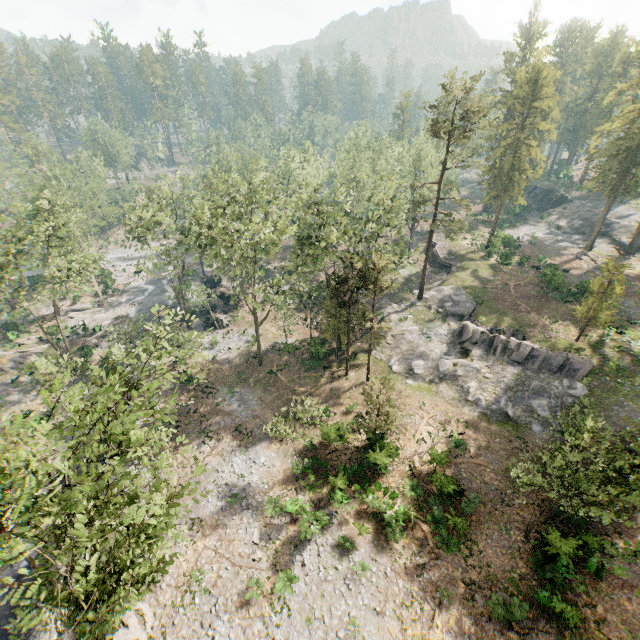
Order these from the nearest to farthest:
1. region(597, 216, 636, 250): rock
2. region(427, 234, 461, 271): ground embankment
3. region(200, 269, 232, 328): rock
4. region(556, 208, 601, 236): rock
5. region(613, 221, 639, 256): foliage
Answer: region(200, 269, 232, 328): rock, region(613, 221, 639, 256): foliage, region(427, 234, 461, 271): ground embankment, region(597, 216, 636, 250): rock, region(556, 208, 601, 236): rock

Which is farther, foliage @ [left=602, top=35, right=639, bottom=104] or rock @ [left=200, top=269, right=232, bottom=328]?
rock @ [left=200, top=269, right=232, bottom=328]

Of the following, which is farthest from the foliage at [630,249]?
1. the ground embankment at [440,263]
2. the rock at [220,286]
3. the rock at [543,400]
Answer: the ground embankment at [440,263]

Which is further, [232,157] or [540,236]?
[540,236]

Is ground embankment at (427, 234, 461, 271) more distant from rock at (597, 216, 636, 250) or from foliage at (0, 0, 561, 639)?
rock at (597, 216, 636, 250)

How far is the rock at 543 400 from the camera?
29.34m

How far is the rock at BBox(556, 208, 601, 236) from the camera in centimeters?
5612cm

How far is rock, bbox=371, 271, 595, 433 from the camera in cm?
2934
